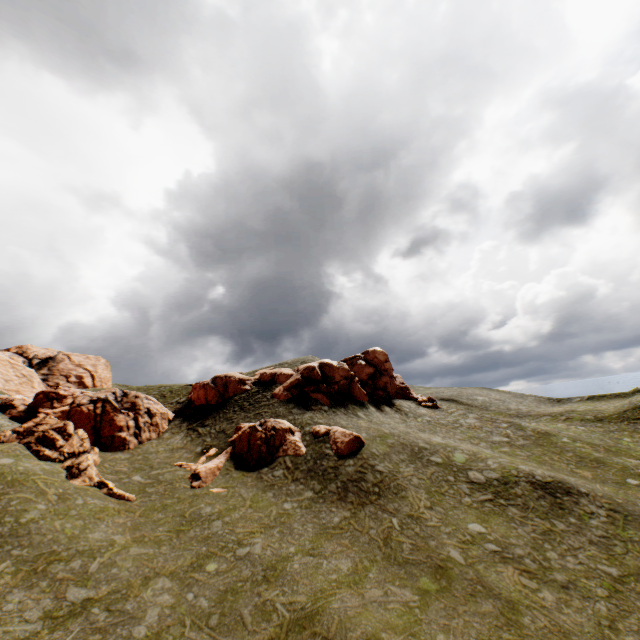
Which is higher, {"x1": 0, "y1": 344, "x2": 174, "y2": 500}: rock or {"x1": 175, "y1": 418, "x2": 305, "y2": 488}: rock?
{"x1": 0, "y1": 344, "x2": 174, "y2": 500}: rock

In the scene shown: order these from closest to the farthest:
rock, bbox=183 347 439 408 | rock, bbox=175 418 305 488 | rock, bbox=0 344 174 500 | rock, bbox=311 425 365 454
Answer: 1. rock, bbox=0 344 174 500
2. rock, bbox=175 418 305 488
3. rock, bbox=311 425 365 454
4. rock, bbox=183 347 439 408

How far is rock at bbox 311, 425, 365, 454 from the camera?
27.5m

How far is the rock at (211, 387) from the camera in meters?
38.0 m

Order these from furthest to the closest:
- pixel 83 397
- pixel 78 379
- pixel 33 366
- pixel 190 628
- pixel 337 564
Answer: pixel 78 379, pixel 33 366, pixel 83 397, pixel 337 564, pixel 190 628
